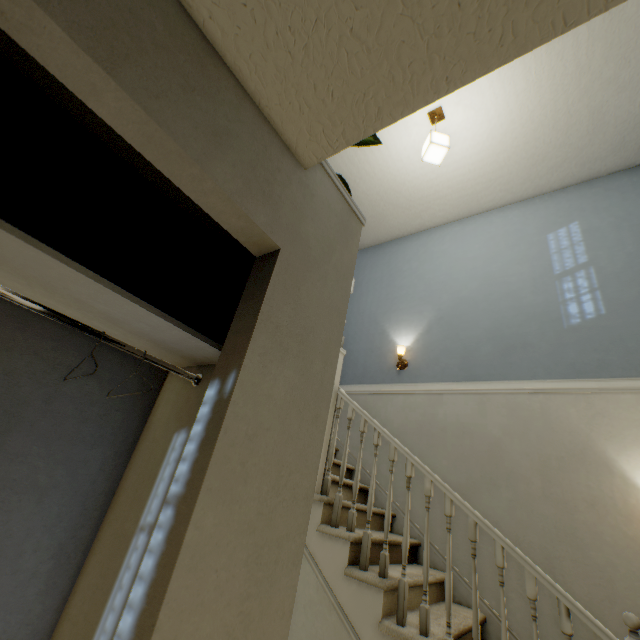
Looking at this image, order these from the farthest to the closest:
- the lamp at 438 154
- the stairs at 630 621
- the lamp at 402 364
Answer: the lamp at 402 364 < the lamp at 438 154 < the stairs at 630 621

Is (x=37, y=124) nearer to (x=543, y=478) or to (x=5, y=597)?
(x=5, y=597)

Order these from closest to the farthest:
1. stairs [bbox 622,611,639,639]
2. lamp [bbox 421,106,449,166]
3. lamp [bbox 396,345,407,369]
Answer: stairs [bbox 622,611,639,639] < lamp [bbox 421,106,449,166] < lamp [bbox 396,345,407,369]

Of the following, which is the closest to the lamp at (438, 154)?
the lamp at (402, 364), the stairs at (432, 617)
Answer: the stairs at (432, 617)

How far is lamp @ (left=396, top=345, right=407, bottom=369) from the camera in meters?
3.9 m

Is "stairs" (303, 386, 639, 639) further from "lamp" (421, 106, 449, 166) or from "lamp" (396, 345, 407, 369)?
"lamp" (421, 106, 449, 166)

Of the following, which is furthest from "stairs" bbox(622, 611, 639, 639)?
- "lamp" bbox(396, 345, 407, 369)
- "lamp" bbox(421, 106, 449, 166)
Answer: "lamp" bbox(421, 106, 449, 166)
